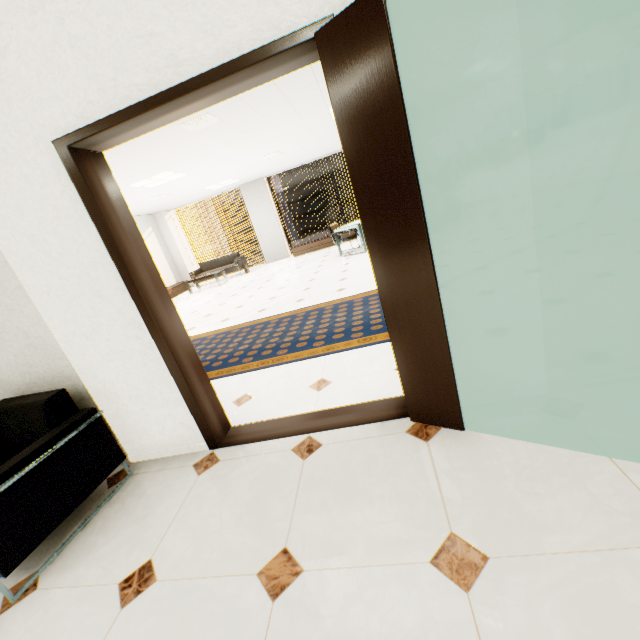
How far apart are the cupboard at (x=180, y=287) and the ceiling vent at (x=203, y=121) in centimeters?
584cm

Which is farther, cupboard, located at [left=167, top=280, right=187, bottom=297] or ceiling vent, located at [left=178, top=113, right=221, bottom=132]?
cupboard, located at [left=167, top=280, right=187, bottom=297]

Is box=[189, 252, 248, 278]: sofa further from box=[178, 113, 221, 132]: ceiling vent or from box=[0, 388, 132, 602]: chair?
box=[0, 388, 132, 602]: chair

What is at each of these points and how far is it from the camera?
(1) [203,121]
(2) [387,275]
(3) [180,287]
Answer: (1) ceiling vent, 4.61m
(2) door, 1.67m
(3) cupboard, 11.91m

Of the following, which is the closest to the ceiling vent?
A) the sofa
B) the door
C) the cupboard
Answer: the door

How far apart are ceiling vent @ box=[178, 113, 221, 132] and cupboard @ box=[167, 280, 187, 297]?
5.8 meters

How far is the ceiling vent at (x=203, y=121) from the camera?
4.4m

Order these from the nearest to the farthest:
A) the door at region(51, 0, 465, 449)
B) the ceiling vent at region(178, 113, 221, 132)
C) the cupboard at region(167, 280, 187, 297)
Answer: the door at region(51, 0, 465, 449) → the ceiling vent at region(178, 113, 221, 132) → the cupboard at region(167, 280, 187, 297)
